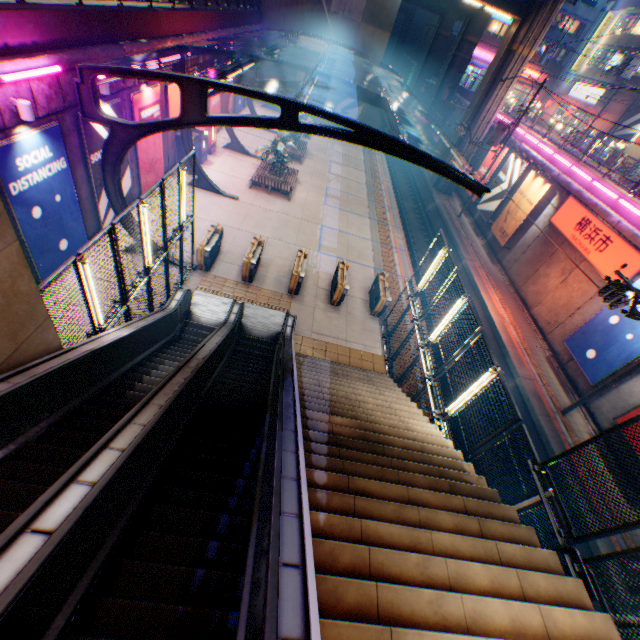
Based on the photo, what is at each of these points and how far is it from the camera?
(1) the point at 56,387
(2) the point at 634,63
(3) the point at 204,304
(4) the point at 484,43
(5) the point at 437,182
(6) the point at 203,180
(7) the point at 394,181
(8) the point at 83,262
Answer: (1) escalator, 5.1m
(2) electric pole, 27.9m
(3) escalator base, 12.5m
(4) building, 47.1m
(5) overpass support, 31.0m
(6) canopy, 18.2m
(7) railway, 32.3m
(8) street lamp, 6.1m

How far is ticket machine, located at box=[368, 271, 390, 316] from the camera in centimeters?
1417cm

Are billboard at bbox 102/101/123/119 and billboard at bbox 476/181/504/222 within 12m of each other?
no

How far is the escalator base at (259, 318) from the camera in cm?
1219

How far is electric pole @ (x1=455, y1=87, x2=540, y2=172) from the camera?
21.80m

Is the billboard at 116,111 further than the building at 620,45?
No

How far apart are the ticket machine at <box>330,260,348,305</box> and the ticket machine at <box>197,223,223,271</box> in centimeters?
539cm

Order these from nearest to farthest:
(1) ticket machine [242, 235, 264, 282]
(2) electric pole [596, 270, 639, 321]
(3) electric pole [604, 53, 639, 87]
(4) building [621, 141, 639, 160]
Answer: (2) electric pole [596, 270, 639, 321] < (1) ticket machine [242, 235, 264, 282] < (3) electric pole [604, 53, 639, 87] < (4) building [621, 141, 639, 160]
